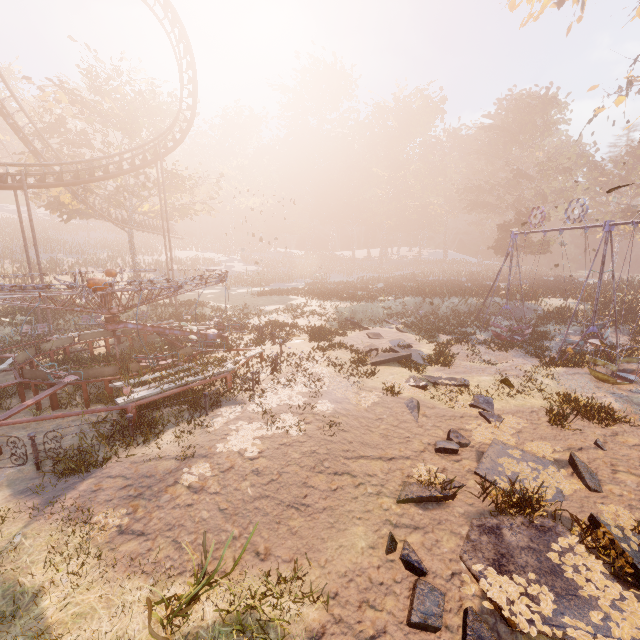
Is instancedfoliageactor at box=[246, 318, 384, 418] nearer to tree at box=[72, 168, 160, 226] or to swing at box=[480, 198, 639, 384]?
swing at box=[480, 198, 639, 384]

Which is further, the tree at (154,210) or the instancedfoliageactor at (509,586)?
the tree at (154,210)

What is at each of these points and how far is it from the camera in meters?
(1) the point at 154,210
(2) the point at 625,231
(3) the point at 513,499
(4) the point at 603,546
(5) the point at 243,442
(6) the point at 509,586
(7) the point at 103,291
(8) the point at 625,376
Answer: (1) tree, 35.7 m
(2) instancedfoliageactor, 47.8 m
(3) instancedfoliageactor, 6.6 m
(4) instancedfoliageactor, 5.6 m
(5) instancedfoliageactor, 8.2 m
(6) instancedfoliageactor, 4.8 m
(7) merry-go-round, 13.1 m
(8) swing, 12.6 m

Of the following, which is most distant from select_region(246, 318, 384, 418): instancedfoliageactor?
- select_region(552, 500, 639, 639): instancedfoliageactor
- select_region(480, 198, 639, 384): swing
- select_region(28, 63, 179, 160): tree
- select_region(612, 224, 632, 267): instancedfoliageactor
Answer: select_region(612, 224, 632, 267): instancedfoliageactor

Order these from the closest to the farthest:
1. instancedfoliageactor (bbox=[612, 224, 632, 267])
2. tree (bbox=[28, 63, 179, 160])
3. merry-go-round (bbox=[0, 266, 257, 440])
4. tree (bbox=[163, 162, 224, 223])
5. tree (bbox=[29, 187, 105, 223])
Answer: merry-go-round (bbox=[0, 266, 257, 440]), tree (bbox=[28, 63, 179, 160]), tree (bbox=[29, 187, 105, 223]), tree (bbox=[163, 162, 224, 223]), instancedfoliageactor (bbox=[612, 224, 632, 267])

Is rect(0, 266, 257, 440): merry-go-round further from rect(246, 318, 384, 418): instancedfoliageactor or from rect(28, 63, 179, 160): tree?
rect(28, 63, 179, 160): tree

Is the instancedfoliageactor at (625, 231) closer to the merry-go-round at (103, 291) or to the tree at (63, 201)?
the tree at (63, 201)

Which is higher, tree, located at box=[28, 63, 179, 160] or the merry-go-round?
tree, located at box=[28, 63, 179, 160]
